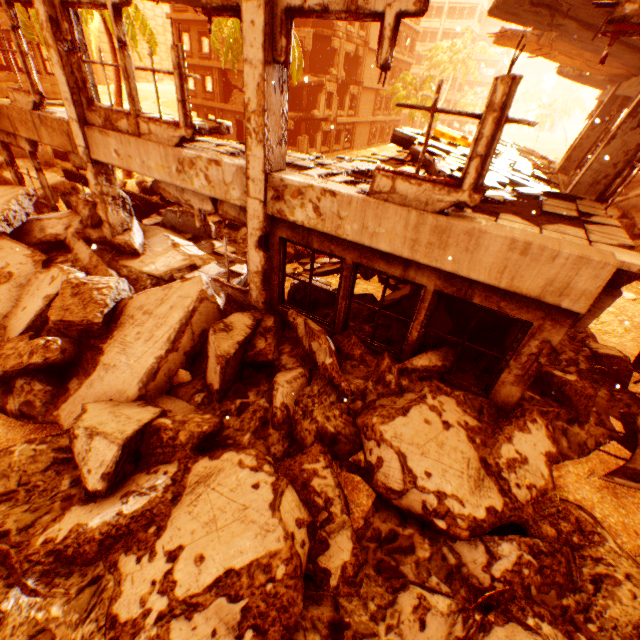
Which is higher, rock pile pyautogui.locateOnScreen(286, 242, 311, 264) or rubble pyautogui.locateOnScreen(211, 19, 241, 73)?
rubble pyautogui.locateOnScreen(211, 19, 241, 73)

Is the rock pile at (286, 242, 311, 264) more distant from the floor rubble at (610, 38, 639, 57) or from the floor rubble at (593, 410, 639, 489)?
the floor rubble at (610, 38, 639, 57)

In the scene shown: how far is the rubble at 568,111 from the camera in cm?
5000

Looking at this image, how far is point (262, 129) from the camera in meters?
4.8 m

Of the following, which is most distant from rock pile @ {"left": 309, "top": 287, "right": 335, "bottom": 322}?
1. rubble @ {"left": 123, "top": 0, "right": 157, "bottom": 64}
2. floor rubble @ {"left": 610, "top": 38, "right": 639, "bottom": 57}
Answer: floor rubble @ {"left": 610, "top": 38, "right": 639, "bottom": 57}

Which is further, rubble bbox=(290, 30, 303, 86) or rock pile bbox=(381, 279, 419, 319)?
rubble bbox=(290, 30, 303, 86)

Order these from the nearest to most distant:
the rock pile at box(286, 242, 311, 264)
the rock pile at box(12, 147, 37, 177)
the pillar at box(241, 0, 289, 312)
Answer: the pillar at box(241, 0, 289, 312)
the rock pile at box(286, 242, 311, 264)
the rock pile at box(12, 147, 37, 177)

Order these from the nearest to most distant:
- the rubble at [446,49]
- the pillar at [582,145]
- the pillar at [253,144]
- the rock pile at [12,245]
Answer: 1. the rock pile at [12,245]
2. the pillar at [253,144]
3. the pillar at [582,145]
4. the rubble at [446,49]
